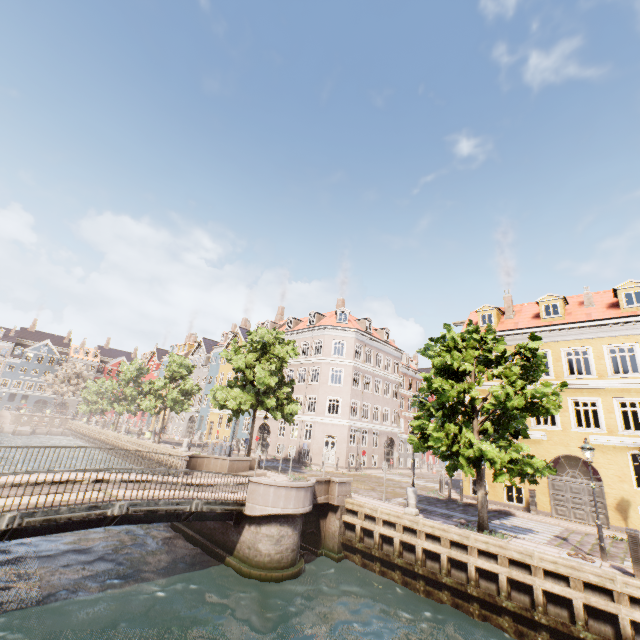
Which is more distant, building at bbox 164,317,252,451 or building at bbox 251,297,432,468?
building at bbox 164,317,252,451

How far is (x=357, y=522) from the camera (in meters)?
14.82

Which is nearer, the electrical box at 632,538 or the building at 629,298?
the electrical box at 632,538

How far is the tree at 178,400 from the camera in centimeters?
3425cm

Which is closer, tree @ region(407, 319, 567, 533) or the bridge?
the bridge

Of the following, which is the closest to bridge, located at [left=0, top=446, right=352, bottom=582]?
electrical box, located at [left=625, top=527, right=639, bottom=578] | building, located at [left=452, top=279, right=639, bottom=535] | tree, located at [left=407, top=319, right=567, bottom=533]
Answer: tree, located at [left=407, top=319, right=567, bottom=533]

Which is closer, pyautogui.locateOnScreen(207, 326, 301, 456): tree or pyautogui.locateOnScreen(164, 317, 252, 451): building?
pyautogui.locateOnScreen(207, 326, 301, 456): tree
